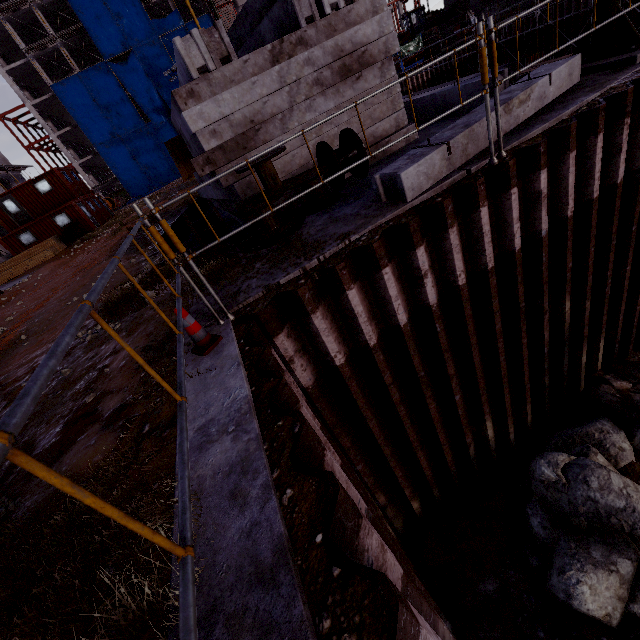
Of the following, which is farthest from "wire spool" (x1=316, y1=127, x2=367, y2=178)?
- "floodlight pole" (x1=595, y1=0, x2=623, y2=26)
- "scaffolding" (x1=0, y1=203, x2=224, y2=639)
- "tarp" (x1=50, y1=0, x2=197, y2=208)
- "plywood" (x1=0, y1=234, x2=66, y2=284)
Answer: "tarp" (x1=50, y1=0, x2=197, y2=208)

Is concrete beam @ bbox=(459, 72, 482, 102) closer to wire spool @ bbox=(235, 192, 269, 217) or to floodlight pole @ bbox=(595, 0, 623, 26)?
floodlight pole @ bbox=(595, 0, 623, 26)

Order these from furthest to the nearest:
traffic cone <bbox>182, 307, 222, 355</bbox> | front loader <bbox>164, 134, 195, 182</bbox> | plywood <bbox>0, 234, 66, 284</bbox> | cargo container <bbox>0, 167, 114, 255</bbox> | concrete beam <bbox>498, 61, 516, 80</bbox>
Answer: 1. cargo container <bbox>0, 167, 114, 255</bbox>
2. plywood <bbox>0, 234, 66, 284</bbox>
3. front loader <bbox>164, 134, 195, 182</bbox>
4. concrete beam <bbox>498, 61, 516, 80</bbox>
5. traffic cone <bbox>182, 307, 222, 355</bbox>

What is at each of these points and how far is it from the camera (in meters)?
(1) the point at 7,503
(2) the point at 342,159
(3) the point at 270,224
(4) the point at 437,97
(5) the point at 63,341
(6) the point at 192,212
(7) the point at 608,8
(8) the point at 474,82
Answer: (1) compgrassrocksplants, 2.44
(2) wire spool, 5.47
(3) wire spool, 5.34
(4) concrete beam, 7.02
(5) scaffolding, 0.81
(6) pipe, 8.84
(7) floodlight pole, 4.90
(8) concrete beam, 6.11

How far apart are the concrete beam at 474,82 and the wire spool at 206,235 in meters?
5.4

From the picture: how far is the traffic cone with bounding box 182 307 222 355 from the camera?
3.0 meters

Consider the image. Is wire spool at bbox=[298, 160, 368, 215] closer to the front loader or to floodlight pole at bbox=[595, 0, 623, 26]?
floodlight pole at bbox=[595, 0, 623, 26]

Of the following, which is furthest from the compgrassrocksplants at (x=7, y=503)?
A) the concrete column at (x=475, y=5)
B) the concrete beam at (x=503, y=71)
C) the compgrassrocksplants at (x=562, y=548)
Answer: the concrete column at (x=475, y=5)
